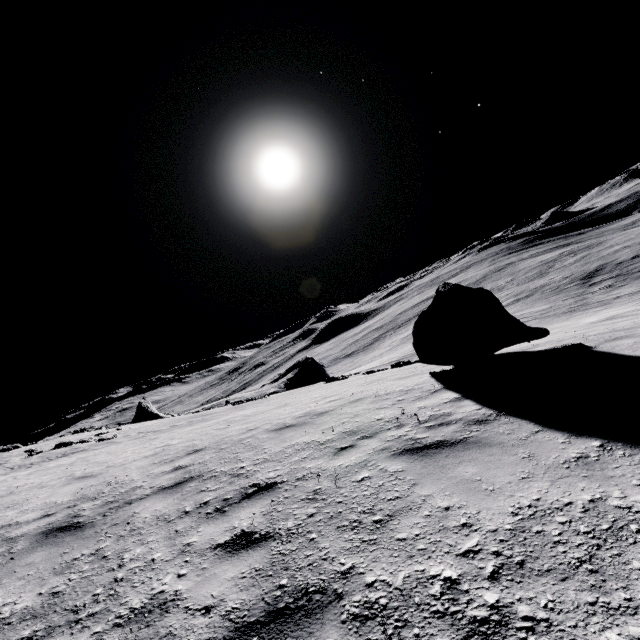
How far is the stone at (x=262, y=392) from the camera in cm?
2776

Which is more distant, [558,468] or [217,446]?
[217,446]

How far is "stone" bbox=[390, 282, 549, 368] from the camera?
7.7 meters

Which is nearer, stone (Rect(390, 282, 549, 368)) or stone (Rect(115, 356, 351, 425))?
stone (Rect(390, 282, 549, 368))

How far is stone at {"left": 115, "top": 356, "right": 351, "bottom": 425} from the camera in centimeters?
2776cm

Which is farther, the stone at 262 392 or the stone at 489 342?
the stone at 262 392
